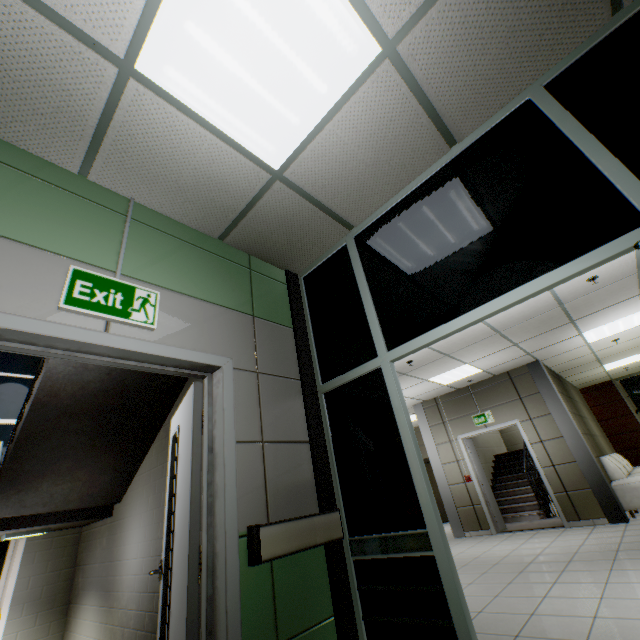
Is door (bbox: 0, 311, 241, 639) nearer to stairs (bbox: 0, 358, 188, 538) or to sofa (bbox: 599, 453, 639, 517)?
stairs (bbox: 0, 358, 188, 538)

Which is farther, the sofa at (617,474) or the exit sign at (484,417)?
the exit sign at (484,417)

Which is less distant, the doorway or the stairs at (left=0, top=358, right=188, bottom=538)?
the doorway

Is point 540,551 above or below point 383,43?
below

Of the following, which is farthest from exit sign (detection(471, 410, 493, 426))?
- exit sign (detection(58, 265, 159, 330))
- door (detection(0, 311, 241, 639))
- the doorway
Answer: exit sign (detection(58, 265, 159, 330))

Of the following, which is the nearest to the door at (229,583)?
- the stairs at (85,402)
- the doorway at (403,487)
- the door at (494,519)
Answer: the stairs at (85,402)

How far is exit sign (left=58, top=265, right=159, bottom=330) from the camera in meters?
1.7 m

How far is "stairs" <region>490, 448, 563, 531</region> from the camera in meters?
7.6 m
